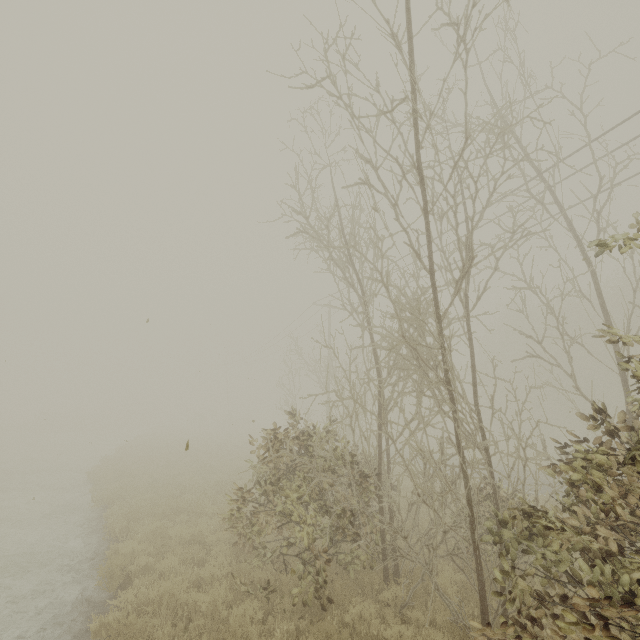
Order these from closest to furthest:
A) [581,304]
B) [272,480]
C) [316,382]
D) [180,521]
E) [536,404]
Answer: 1. [272,480]
2. [180,521]
3. [316,382]
4. [581,304]
5. [536,404]
